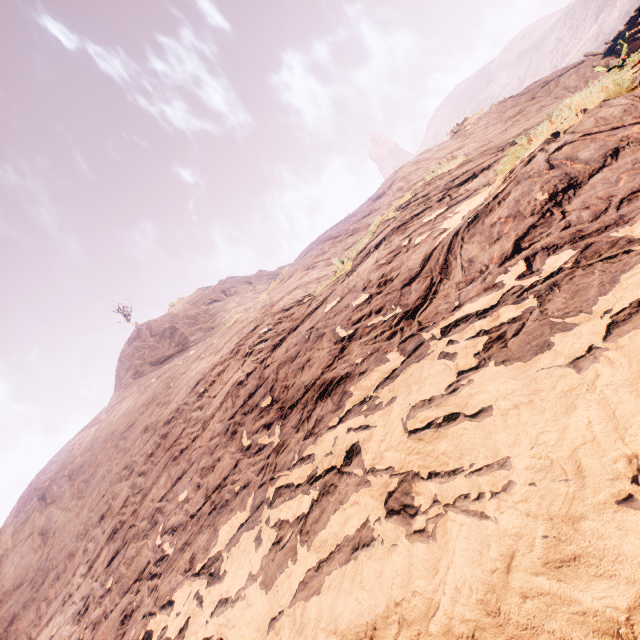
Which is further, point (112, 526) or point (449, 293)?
point (112, 526)
